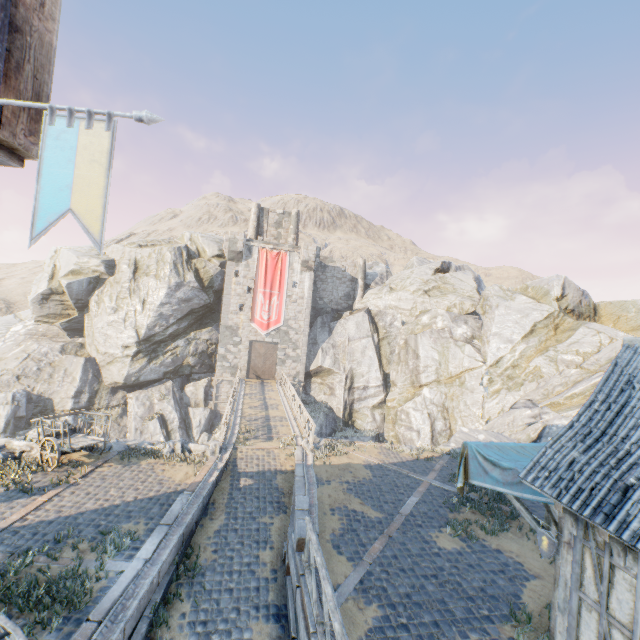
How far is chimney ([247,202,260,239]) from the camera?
37.6 meters

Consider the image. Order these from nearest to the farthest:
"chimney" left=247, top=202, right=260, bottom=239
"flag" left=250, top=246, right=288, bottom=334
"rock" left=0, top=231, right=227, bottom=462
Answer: "rock" left=0, top=231, right=227, bottom=462, "flag" left=250, top=246, right=288, bottom=334, "chimney" left=247, top=202, right=260, bottom=239

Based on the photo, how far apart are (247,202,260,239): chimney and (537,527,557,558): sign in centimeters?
3588cm

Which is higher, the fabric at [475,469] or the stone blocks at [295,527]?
the fabric at [475,469]

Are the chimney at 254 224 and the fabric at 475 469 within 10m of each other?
no

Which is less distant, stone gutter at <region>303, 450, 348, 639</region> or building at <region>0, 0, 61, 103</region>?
building at <region>0, 0, 61, 103</region>

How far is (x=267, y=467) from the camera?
13.93m

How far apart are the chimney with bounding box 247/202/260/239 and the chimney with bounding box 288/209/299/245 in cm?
319
